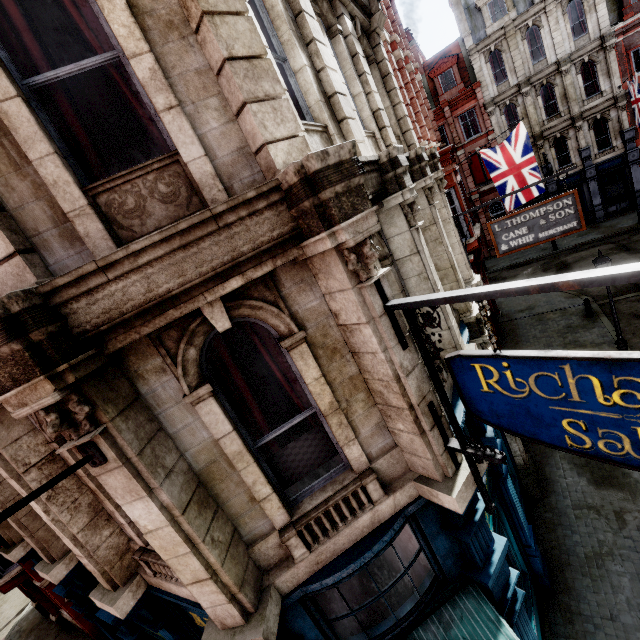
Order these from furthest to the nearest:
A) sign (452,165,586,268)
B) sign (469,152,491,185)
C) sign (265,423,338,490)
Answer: sign (469,152,491,185), sign (452,165,586,268), sign (265,423,338,490)

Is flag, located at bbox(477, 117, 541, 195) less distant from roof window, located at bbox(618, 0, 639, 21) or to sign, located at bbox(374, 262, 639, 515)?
sign, located at bbox(374, 262, 639, 515)

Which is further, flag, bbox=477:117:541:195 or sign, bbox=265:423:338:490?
flag, bbox=477:117:541:195

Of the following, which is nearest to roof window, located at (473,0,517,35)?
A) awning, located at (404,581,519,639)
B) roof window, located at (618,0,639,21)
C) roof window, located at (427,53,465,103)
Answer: roof window, located at (427,53,465,103)

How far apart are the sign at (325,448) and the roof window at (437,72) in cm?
3296

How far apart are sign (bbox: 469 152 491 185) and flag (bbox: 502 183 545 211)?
14.8m

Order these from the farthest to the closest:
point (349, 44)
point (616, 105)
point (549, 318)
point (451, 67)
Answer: point (451, 67), point (616, 105), point (549, 318), point (349, 44)

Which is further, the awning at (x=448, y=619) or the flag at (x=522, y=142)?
the flag at (x=522, y=142)
